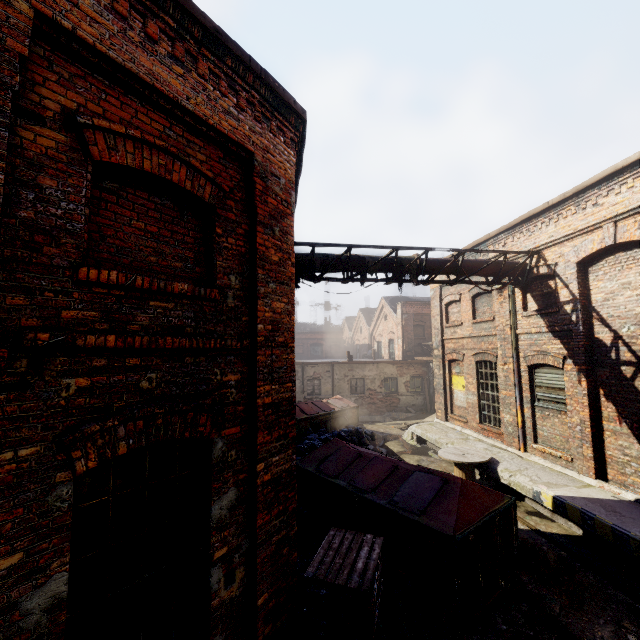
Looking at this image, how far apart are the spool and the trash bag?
3.90m

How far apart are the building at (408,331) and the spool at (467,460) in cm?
1441

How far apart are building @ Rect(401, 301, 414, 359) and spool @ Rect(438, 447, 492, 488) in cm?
1441

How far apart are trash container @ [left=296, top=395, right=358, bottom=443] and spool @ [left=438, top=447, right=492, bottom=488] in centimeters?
570cm

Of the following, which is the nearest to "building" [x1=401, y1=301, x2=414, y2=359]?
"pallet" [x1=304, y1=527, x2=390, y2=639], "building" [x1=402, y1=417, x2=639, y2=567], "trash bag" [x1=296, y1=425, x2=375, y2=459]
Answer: "building" [x1=402, y1=417, x2=639, y2=567]

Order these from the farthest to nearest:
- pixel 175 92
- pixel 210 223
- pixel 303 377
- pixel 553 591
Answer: pixel 303 377 < pixel 553 591 < pixel 210 223 < pixel 175 92

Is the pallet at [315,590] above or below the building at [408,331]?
below

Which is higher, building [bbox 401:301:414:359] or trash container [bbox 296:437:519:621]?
building [bbox 401:301:414:359]
